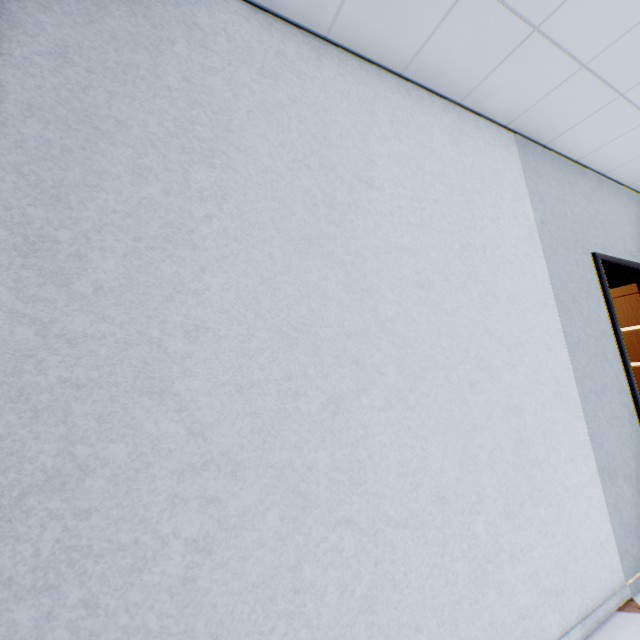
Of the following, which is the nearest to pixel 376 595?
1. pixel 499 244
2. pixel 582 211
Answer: pixel 499 244
